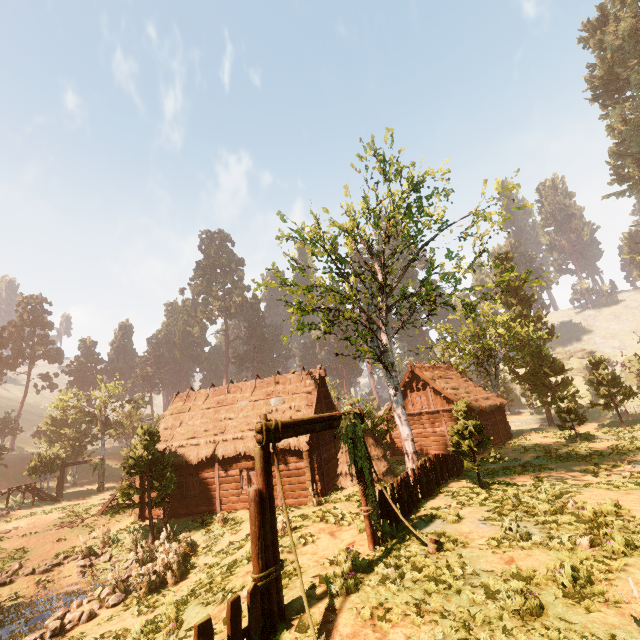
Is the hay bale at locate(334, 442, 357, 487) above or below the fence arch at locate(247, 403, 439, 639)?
below

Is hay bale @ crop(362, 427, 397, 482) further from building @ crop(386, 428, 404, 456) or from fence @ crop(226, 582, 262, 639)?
fence @ crop(226, 582, 262, 639)

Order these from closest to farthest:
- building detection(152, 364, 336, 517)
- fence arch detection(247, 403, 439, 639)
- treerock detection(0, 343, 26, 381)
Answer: fence arch detection(247, 403, 439, 639) < building detection(152, 364, 336, 517) < treerock detection(0, 343, 26, 381)

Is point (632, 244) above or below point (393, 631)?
above

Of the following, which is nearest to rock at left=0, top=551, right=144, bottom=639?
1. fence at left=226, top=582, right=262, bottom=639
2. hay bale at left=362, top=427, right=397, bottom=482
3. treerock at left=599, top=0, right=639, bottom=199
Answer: treerock at left=599, top=0, right=639, bottom=199

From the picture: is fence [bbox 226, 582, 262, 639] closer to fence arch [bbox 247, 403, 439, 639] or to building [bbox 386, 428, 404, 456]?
fence arch [bbox 247, 403, 439, 639]

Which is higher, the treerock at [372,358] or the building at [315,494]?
the treerock at [372,358]

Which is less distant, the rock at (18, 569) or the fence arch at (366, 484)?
the fence arch at (366, 484)
